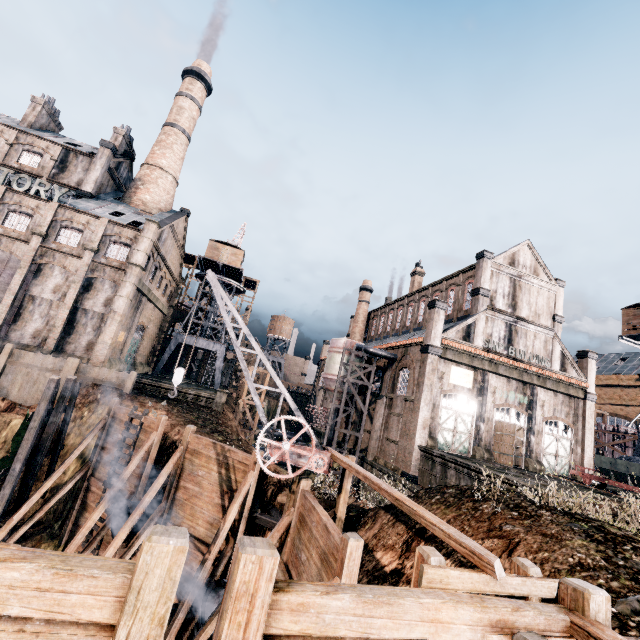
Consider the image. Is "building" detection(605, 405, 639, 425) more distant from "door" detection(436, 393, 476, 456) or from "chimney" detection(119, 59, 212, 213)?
"chimney" detection(119, 59, 212, 213)

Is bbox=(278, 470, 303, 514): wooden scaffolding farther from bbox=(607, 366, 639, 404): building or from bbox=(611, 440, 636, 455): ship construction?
bbox=(611, 440, 636, 455): ship construction

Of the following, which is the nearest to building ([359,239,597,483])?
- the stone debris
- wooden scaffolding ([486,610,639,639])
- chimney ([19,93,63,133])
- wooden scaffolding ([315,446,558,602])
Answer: chimney ([19,93,63,133])

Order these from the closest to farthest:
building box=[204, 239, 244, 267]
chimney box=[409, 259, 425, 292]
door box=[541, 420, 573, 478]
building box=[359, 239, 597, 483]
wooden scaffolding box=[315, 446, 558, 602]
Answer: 1. wooden scaffolding box=[315, 446, 558, 602]
2. building box=[359, 239, 597, 483]
3. door box=[541, 420, 573, 478]
4. building box=[204, 239, 244, 267]
5. chimney box=[409, 259, 425, 292]

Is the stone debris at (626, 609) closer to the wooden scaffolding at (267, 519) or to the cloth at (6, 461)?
the wooden scaffolding at (267, 519)

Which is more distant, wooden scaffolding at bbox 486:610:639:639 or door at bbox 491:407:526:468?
door at bbox 491:407:526:468

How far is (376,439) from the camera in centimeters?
3366cm

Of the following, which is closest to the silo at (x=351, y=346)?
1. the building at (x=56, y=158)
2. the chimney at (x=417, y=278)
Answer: the building at (x=56, y=158)
